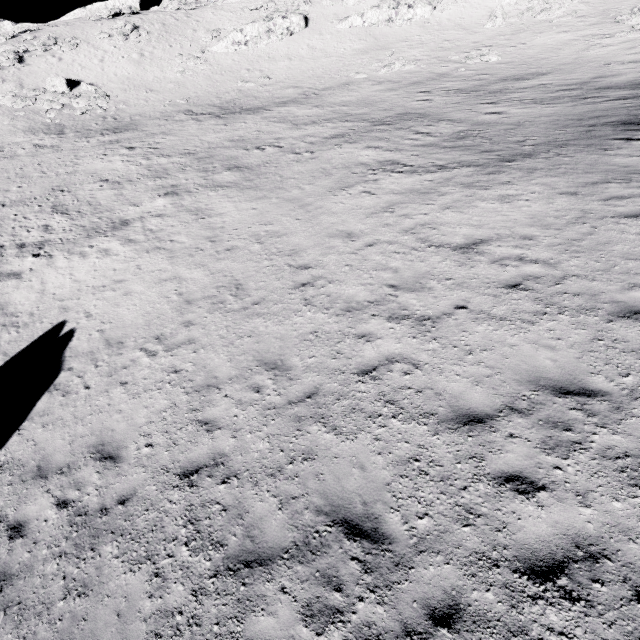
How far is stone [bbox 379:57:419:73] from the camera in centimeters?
3234cm

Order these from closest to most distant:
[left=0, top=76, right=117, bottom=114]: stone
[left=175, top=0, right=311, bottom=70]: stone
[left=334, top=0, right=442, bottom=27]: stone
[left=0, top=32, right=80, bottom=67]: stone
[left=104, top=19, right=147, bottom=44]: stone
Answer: [left=0, top=76, right=117, bottom=114]: stone, [left=0, top=32, right=80, bottom=67]: stone, [left=334, top=0, right=442, bottom=27]: stone, [left=175, top=0, right=311, bottom=70]: stone, [left=104, top=19, right=147, bottom=44]: stone

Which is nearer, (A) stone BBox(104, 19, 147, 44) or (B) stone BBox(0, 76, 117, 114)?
(B) stone BBox(0, 76, 117, 114)

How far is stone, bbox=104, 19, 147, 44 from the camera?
39.8m

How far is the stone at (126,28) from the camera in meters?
39.8 m

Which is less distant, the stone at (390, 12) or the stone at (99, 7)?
the stone at (390, 12)

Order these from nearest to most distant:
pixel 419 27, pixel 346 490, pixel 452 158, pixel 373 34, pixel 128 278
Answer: pixel 346 490, pixel 128 278, pixel 452 158, pixel 419 27, pixel 373 34

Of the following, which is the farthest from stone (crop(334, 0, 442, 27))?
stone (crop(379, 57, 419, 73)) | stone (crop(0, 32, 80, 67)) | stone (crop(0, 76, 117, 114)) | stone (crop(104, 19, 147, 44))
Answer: stone (crop(0, 32, 80, 67))
